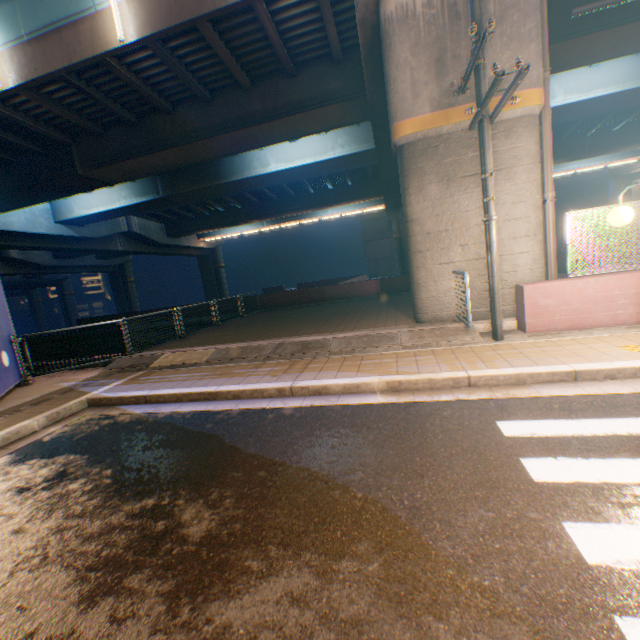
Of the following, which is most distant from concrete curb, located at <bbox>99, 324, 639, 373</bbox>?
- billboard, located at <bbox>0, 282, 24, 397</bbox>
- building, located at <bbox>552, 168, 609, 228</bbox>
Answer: building, located at <bbox>552, 168, 609, 228</bbox>

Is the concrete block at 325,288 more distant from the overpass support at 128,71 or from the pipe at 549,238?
the pipe at 549,238

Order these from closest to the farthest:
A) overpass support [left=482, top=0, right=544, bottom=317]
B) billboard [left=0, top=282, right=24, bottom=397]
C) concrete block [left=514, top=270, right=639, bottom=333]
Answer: concrete block [left=514, top=270, right=639, bottom=333]
overpass support [left=482, top=0, right=544, bottom=317]
billboard [left=0, top=282, right=24, bottom=397]

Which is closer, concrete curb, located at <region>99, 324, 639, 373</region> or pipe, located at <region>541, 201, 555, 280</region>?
concrete curb, located at <region>99, 324, 639, 373</region>

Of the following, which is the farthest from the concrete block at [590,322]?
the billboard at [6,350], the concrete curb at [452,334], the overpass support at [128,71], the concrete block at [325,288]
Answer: the billboard at [6,350]

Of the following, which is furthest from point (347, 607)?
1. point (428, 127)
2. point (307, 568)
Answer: point (428, 127)

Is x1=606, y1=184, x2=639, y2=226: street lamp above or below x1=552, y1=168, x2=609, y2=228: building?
below

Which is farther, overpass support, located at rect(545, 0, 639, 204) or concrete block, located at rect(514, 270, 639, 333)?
overpass support, located at rect(545, 0, 639, 204)
